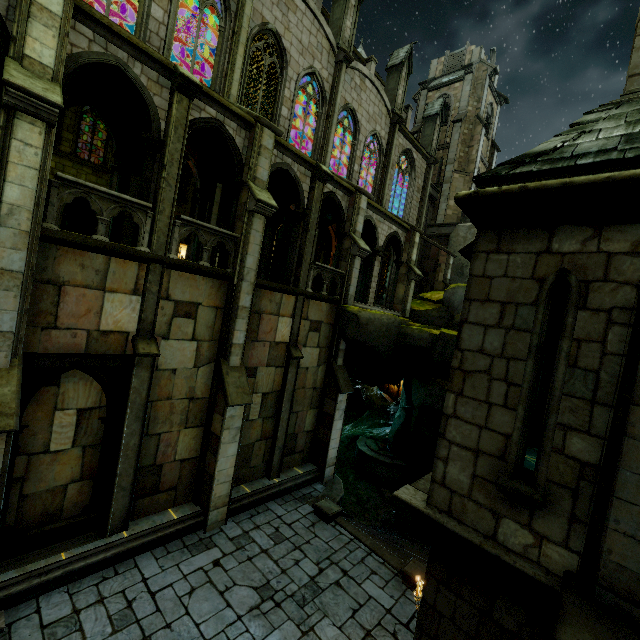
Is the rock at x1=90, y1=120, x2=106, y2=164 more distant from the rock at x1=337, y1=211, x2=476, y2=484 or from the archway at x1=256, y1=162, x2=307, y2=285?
the rock at x1=337, y1=211, x2=476, y2=484

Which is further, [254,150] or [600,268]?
[254,150]

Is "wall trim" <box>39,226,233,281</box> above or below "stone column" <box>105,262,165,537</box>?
above

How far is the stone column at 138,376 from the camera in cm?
914

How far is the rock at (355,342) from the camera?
15.47m

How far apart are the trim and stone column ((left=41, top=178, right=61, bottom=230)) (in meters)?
9.12

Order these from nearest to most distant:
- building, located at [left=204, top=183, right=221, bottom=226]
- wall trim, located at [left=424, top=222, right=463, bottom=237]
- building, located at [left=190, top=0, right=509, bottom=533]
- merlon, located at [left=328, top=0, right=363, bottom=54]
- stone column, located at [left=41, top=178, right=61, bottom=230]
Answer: stone column, located at [left=41, top=178, right=61, bottom=230]
building, located at [left=190, top=0, right=509, bottom=533]
building, located at [left=204, top=183, right=221, bottom=226]
merlon, located at [left=328, top=0, right=363, bottom=54]
wall trim, located at [left=424, top=222, right=463, bottom=237]

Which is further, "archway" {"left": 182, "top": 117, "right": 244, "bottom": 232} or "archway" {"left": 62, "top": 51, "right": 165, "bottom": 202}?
"archway" {"left": 182, "top": 117, "right": 244, "bottom": 232}
